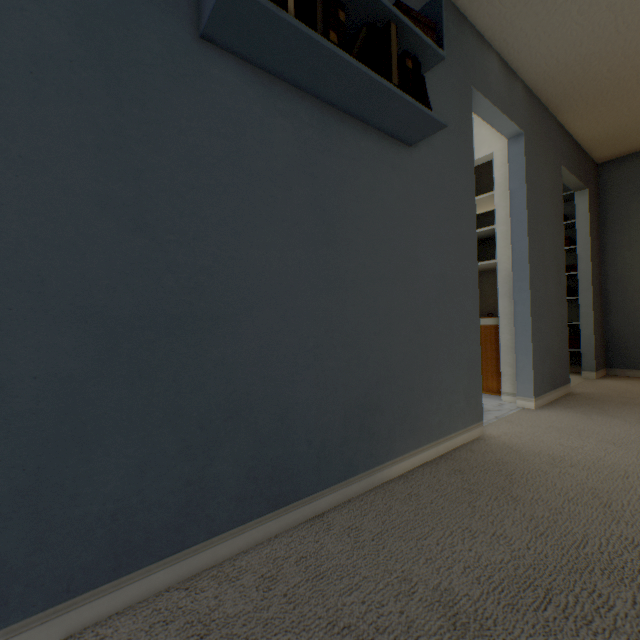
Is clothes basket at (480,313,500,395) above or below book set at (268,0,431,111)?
below

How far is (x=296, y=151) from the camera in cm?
113

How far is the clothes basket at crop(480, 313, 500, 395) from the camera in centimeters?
288cm

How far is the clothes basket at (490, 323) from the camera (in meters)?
2.88

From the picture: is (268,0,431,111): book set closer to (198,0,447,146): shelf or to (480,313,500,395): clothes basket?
(198,0,447,146): shelf

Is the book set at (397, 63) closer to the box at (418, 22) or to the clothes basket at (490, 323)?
the box at (418, 22)

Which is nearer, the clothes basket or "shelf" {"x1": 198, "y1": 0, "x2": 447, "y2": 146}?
"shelf" {"x1": 198, "y1": 0, "x2": 447, "y2": 146}

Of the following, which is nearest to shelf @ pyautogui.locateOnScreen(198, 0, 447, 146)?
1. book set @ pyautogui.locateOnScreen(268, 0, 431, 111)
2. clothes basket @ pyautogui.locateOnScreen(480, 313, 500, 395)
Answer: book set @ pyautogui.locateOnScreen(268, 0, 431, 111)
